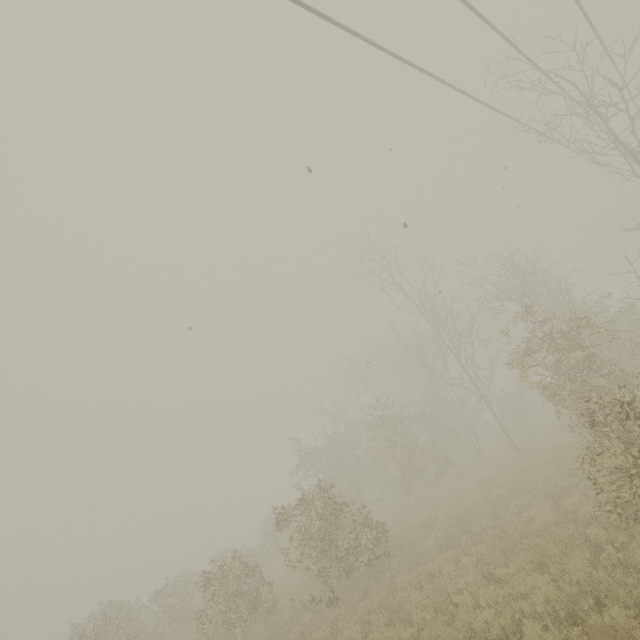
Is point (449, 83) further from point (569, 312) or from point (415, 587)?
point (415, 587)
